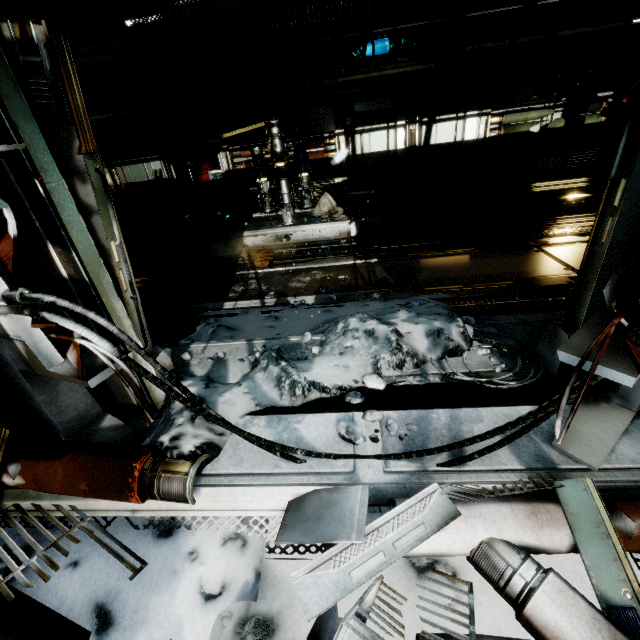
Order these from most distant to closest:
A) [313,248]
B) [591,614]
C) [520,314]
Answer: [313,248]
[520,314]
[591,614]

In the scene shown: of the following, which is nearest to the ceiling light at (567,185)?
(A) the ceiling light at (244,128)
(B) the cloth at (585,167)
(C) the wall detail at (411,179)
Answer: (B) the cloth at (585,167)

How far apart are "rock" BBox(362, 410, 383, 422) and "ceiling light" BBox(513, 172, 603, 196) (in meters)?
8.29

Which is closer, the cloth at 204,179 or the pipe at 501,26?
the pipe at 501,26

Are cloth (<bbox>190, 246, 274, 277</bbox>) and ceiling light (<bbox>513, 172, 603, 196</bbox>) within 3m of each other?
no

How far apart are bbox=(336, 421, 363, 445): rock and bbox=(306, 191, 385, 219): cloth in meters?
6.9 m

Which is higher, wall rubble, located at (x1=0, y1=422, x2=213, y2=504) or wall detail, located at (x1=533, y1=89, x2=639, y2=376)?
wall detail, located at (x1=533, y1=89, x2=639, y2=376)

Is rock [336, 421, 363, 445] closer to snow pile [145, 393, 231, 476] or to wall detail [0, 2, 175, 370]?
snow pile [145, 393, 231, 476]
